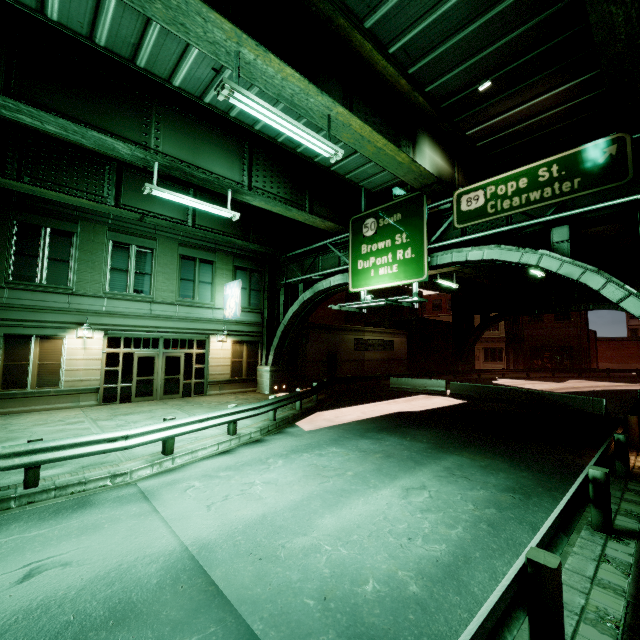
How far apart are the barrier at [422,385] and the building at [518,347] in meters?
32.5 m

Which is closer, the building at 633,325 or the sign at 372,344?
the sign at 372,344

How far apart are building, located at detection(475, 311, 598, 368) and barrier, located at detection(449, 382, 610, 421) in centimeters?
3375cm

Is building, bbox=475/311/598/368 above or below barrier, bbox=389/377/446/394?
above

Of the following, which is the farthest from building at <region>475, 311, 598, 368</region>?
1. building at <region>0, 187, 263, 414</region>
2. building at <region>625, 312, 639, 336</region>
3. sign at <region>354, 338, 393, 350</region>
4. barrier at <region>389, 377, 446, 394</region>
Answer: building at <region>0, 187, 263, 414</region>

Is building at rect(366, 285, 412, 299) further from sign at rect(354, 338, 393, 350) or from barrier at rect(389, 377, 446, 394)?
barrier at rect(389, 377, 446, 394)

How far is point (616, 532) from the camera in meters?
5.3 m

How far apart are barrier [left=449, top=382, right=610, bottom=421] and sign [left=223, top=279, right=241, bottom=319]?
16.5 meters
